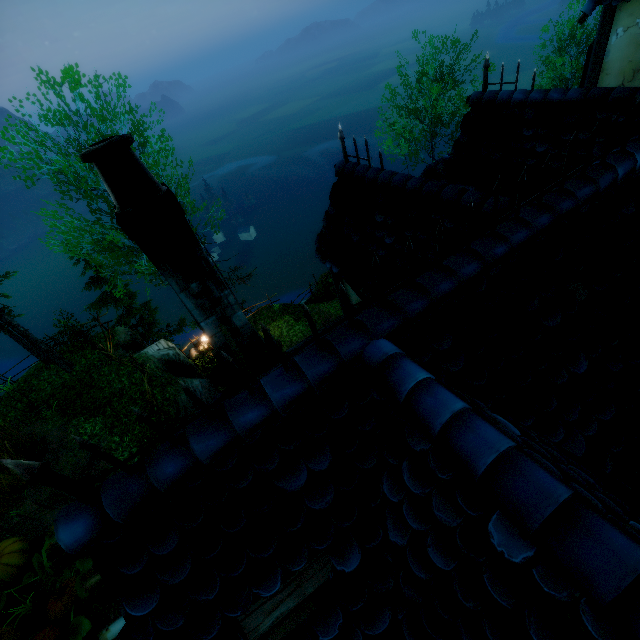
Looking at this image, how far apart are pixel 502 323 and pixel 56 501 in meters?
13.3

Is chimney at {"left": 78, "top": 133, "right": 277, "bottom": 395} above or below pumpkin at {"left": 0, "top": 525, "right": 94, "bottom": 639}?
above

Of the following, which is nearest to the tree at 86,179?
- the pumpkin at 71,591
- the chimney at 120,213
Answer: the pumpkin at 71,591

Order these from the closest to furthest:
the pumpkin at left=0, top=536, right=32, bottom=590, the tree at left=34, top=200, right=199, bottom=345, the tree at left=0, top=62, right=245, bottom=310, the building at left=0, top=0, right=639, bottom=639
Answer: the building at left=0, top=0, right=639, bottom=639
the pumpkin at left=0, top=536, right=32, bottom=590
the tree at left=0, top=62, right=245, bottom=310
the tree at left=34, top=200, right=199, bottom=345

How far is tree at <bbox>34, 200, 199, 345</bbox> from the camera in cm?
1233

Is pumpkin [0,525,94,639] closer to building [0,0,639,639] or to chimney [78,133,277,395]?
building [0,0,639,639]

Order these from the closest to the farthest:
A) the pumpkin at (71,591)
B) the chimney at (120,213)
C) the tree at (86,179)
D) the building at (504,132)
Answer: the building at (504,132) < the chimney at (120,213) < the pumpkin at (71,591) < the tree at (86,179)

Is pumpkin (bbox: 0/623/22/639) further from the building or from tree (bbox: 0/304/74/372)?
tree (bbox: 0/304/74/372)
